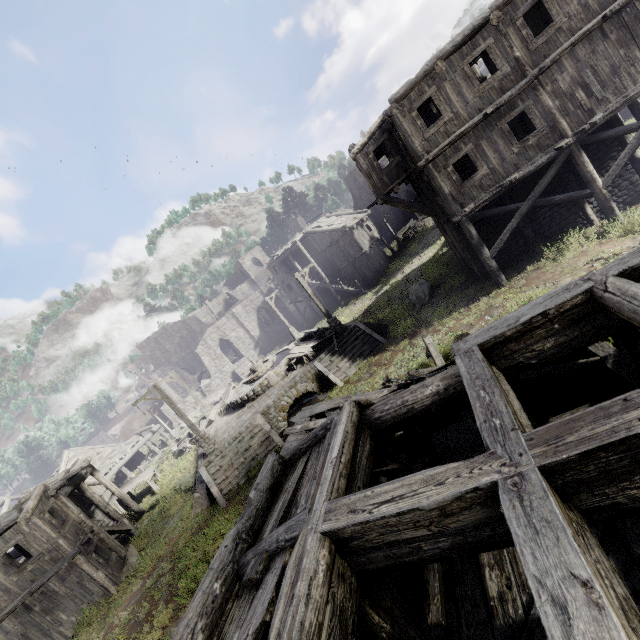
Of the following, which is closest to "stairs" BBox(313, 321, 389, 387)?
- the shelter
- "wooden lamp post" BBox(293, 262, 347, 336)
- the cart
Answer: "wooden lamp post" BBox(293, 262, 347, 336)

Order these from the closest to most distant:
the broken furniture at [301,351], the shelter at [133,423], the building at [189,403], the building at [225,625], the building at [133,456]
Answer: the building at [225,625] → the building at [133,456] → the broken furniture at [301,351] → the building at [189,403] → the shelter at [133,423]

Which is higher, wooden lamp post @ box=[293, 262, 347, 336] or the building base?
wooden lamp post @ box=[293, 262, 347, 336]

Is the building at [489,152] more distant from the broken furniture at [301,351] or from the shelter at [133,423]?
the broken furniture at [301,351]

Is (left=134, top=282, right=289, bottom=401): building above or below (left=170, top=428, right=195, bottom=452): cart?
above

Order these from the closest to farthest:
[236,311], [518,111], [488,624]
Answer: [488,624] → [518,111] → [236,311]

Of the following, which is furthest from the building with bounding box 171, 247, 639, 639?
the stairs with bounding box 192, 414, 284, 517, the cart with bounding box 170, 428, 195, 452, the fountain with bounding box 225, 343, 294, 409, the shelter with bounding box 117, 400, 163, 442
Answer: the fountain with bounding box 225, 343, 294, 409

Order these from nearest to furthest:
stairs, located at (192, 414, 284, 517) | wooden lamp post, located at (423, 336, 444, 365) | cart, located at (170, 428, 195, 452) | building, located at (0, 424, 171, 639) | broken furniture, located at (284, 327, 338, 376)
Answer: wooden lamp post, located at (423, 336, 444, 365) < building, located at (0, 424, 171, 639) < stairs, located at (192, 414, 284, 517) < broken furniture, located at (284, 327, 338, 376) < cart, located at (170, 428, 195, 452)
